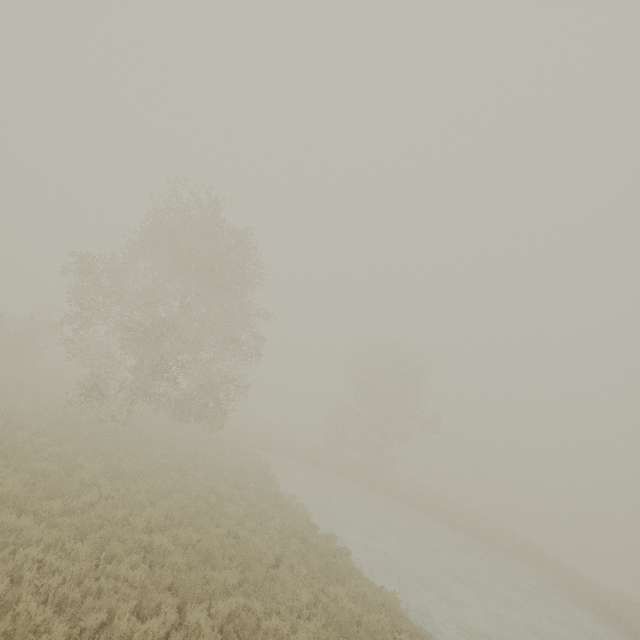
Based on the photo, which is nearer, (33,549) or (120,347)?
(33,549)
